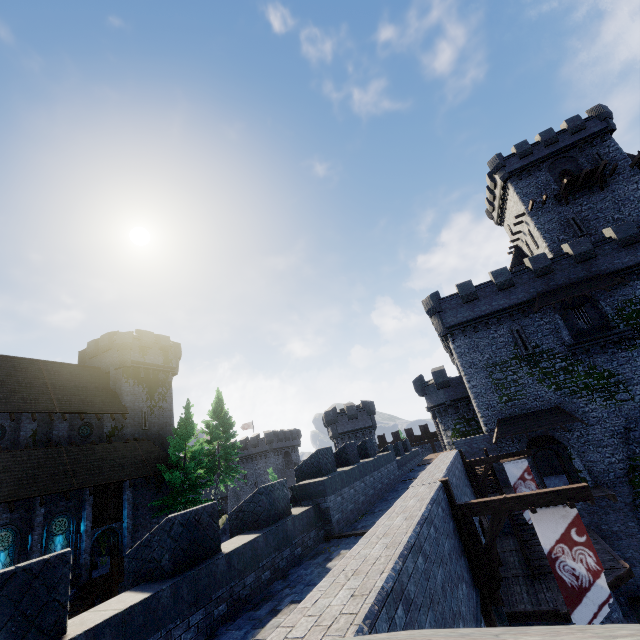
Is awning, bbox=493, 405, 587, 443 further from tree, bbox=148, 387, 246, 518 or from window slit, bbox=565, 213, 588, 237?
tree, bbox=148, 387, 246, 518

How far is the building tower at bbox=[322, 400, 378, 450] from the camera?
42.5m

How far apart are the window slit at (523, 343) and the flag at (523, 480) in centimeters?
1193cm

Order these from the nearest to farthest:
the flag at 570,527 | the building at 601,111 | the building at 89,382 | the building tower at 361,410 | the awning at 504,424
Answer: the flag at 570,527
the building at 89,382
the awning at 504,424
the building at 601,111
the building tower at 361,410

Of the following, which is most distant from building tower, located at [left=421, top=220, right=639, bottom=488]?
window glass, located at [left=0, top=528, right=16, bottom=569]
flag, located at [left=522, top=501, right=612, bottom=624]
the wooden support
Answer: window glass, located at [left=0, top=528, right=16, bottom=569]

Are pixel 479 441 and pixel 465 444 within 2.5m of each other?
yes

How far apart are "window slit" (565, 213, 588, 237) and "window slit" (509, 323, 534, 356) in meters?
12.8

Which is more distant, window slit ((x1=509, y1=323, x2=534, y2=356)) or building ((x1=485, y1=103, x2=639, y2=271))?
building ((x1=485, y1=103, x2=639, y2=271))
